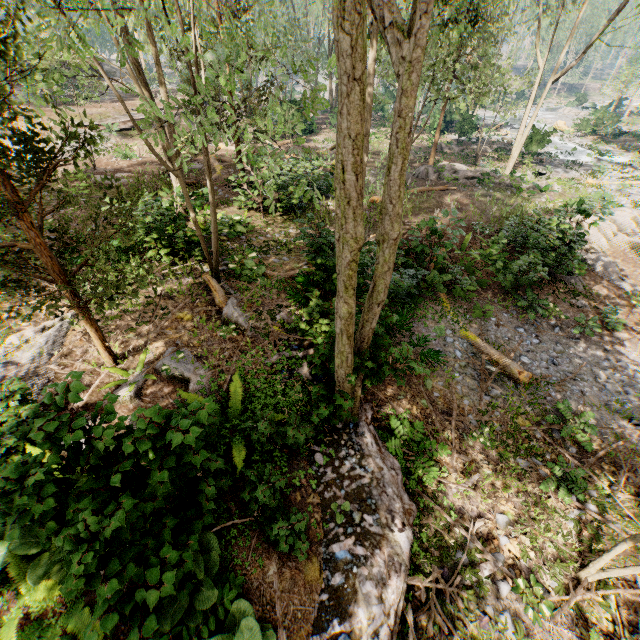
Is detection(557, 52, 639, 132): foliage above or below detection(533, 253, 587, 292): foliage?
above

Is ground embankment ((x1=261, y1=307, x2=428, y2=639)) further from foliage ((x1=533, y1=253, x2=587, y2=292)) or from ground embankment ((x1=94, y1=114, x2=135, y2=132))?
ground embankment ((x1=94, y1=114, x2=135, y2=132))

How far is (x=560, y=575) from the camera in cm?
591

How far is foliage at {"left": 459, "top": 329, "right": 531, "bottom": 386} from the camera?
9.25m

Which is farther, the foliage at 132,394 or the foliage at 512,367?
the foliage at 512,367

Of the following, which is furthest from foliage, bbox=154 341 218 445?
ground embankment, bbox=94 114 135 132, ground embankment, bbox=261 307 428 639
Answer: ground embankment, bbox=94 114 135 132

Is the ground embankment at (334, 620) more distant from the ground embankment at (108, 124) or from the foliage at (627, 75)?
the ground embankment at (108, 124)
